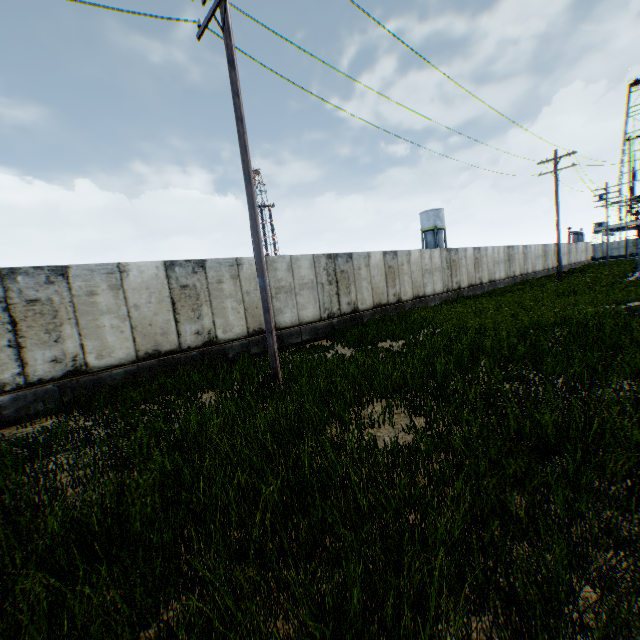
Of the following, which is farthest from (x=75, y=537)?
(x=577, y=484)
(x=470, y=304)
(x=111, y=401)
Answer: (x=470, y=304)

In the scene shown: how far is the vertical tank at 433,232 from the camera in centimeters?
5525cm

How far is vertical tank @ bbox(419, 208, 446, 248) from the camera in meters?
55.2

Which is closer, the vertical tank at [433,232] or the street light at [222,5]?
the street light at [222,5]

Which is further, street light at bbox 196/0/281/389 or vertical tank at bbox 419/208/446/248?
vertical tank at bbox 419/208/446/248
